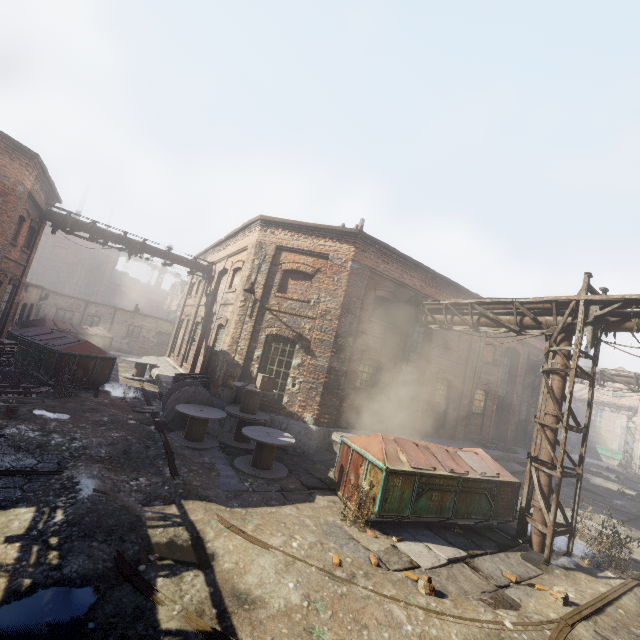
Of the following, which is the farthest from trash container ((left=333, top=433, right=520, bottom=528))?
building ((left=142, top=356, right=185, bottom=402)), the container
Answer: the container

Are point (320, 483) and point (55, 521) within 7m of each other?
yes

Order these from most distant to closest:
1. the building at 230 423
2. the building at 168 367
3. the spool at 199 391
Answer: the building at 168 367 → the building at 230 423 → the spool at 199 391

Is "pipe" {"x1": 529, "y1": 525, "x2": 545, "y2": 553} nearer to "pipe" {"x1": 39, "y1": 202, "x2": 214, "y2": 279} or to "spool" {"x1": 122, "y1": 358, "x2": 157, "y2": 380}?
"pipe" {"x1": 39, "y1": 202, "x2": 214, "y2": 279}

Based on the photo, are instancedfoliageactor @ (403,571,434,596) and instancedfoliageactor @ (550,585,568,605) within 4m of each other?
yes

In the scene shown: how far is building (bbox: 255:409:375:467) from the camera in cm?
1135

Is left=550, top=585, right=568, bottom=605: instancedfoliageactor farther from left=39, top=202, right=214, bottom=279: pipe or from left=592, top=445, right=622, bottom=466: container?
left=592, top=445, right=622, bottom=466: container

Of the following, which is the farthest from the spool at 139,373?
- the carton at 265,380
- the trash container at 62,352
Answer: the carton at 265,380
